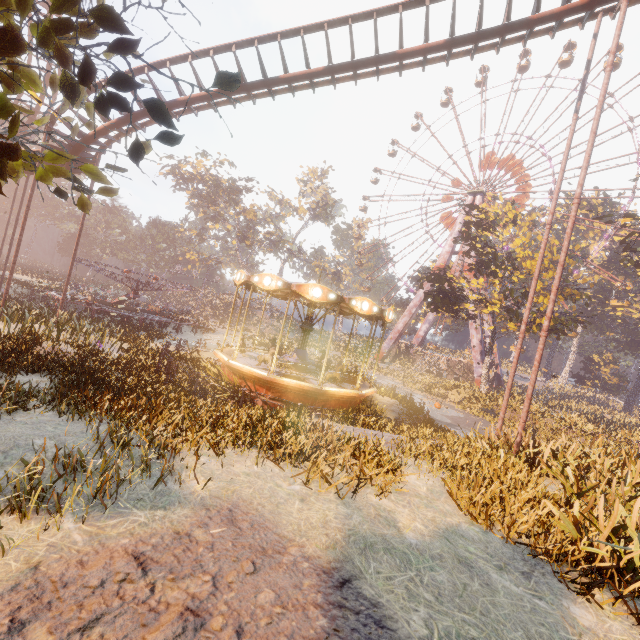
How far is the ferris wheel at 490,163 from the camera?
42.1m

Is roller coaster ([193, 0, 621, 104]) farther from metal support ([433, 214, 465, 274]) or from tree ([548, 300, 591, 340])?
metal support ([433, 214, 465, 274])

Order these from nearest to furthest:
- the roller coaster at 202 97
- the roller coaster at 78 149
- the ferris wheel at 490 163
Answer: the roller coaster at 202 97 → the roller coaster at 78 149 → the ferris wheel at 490 163

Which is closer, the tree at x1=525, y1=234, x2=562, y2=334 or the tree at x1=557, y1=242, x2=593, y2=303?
the tree at x1=525, y1=234, x2=562, y2=334

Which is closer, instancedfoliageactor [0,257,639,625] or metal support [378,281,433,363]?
instancedfoliageactor [0,257,639,625]

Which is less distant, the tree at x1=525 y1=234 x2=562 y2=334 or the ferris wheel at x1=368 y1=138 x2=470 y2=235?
the tree at x1=525 y1=234 x2=562 y2=334

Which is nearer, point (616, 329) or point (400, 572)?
point (400, 572)

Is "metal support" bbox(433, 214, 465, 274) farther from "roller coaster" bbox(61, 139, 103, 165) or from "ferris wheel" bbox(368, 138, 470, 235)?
"roller coaster" bbox(61, 139, 103, 165)
